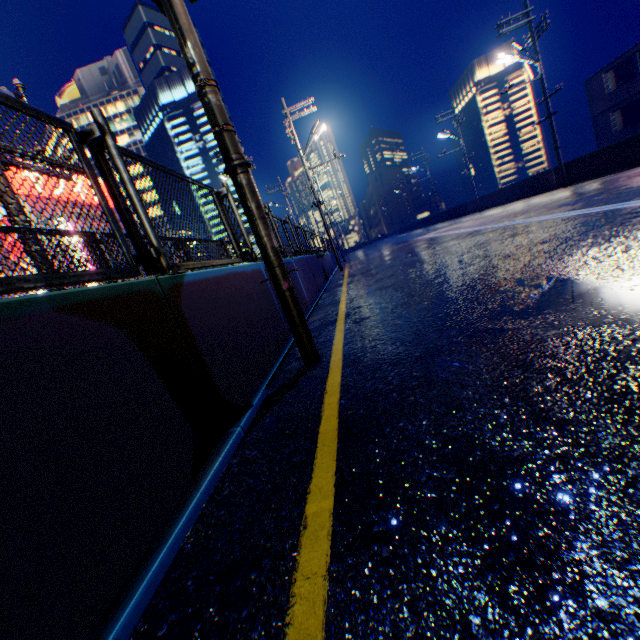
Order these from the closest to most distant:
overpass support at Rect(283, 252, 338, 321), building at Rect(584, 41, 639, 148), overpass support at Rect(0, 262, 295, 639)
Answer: overpass support at Rect(0, 262, 295, 639), overpass support at Rect(283, 252, 338, 321), building at Rect(584, 41, 639, 148)

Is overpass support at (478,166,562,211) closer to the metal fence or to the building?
the metal fence

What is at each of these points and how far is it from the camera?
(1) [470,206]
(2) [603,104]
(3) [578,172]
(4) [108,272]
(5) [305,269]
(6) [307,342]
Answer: (1) overpass support, 32.41m
(2) building, 26.02m
(3) overpass support, 17.27m
(4) metal fence, 2.21m
(5) overpass support, 9.30m
(6) electric pole, 3.57m

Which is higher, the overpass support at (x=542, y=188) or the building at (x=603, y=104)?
the building at (x=603, y=104)

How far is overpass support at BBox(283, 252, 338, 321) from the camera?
7.2m

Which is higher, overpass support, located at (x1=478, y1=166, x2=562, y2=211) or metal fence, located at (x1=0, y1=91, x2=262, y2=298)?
metal fence, located at (x1=0, y1=91, x2=262, y2=298)

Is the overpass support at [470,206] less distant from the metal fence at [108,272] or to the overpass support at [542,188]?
the metal fence at [108,272]

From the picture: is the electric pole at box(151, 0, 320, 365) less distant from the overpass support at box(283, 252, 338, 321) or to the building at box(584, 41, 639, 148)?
the overpass support at box(283, 252, 338, 321)
